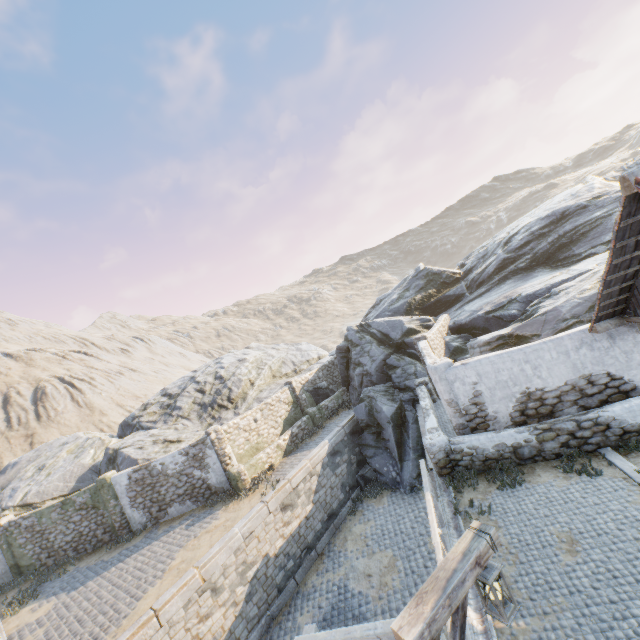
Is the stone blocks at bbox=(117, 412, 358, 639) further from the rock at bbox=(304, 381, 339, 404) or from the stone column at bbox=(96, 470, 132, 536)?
the stone column at bbox=(96, 470, 132, 536)

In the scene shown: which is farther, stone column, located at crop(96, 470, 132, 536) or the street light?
stone column, located at crop(96, 470, 132, 536)

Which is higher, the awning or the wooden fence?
the wooden fence

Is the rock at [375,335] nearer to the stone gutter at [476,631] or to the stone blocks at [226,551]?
the stone blocks at [226,551]

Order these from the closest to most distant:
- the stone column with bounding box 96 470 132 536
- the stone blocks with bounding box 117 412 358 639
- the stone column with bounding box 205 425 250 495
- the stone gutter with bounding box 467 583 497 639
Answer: the stone gutter with bounding box 467 583 497 639 → the stone blocks with bounding box 117 412 358 639 → the stone column with bounding box 205 425 250 495 → the stone column with bounding box 96 470 132 536

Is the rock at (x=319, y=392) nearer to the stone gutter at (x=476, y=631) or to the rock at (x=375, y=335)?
the rock at (x=375, y=335)

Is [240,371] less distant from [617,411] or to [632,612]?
[617,411]

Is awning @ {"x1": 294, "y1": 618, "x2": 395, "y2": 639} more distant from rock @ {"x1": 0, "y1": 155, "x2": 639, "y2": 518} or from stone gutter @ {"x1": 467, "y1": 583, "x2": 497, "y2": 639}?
rock @ {"x1": 0, "y1": 155, "x2": 639, "y2": 518}
